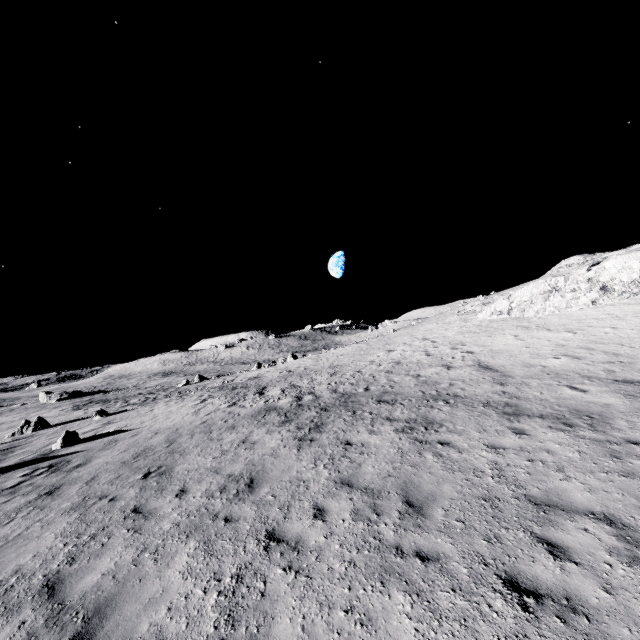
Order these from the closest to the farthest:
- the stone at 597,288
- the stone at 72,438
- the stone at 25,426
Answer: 1. the stone at 72,438
2. the stone at 597,288
3. the stone at 25,426

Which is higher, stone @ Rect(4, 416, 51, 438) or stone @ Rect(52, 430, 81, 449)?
stone @ Rect(52, 430, 81, 449)

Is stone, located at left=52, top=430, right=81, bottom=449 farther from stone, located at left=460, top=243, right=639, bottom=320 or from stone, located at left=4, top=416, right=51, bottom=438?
stone, located at left=460, top=243, right=639, bottom=320

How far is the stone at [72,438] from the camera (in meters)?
15.51

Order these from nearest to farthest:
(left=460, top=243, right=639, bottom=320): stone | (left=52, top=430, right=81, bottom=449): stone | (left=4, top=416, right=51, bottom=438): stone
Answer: (left=52, top=430, right=81, bottom=449): stone < (left=460, top=243, right=639, bottom=320): stone < (left=4, top=416, right=51, bottom=438): stone

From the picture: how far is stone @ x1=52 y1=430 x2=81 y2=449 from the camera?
15.5 meters

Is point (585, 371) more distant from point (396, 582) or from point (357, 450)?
point (396, 582)

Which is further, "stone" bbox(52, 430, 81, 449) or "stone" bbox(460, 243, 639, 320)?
"stone" bbox(460, 243, 639, 320)
